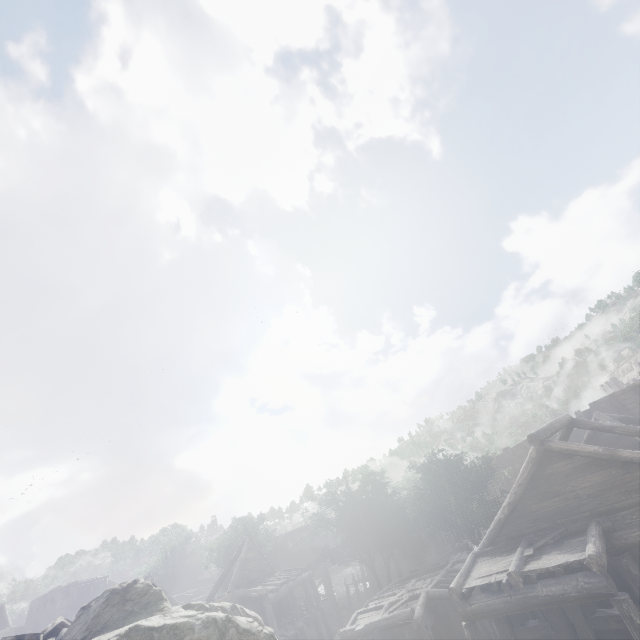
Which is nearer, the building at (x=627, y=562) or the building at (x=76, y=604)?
the building at (x=627, y=562)

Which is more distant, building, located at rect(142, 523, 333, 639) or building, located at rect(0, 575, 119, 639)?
building, located at rect(0, 575, 119, 639)

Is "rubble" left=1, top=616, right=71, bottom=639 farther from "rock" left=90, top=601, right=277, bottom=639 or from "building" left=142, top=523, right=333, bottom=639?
"building" left=142, top=523, right=333, bottom=639

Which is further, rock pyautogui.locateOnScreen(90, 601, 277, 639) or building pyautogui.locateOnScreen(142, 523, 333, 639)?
building pyautogui.locateOnScreen(142, 523, 333, 639)

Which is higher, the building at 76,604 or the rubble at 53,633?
the building at 76,604

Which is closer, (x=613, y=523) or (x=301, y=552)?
(x=613, y=523)

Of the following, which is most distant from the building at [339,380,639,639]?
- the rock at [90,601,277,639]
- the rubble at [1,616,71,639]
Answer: the rubble at [1,616,71,639]
